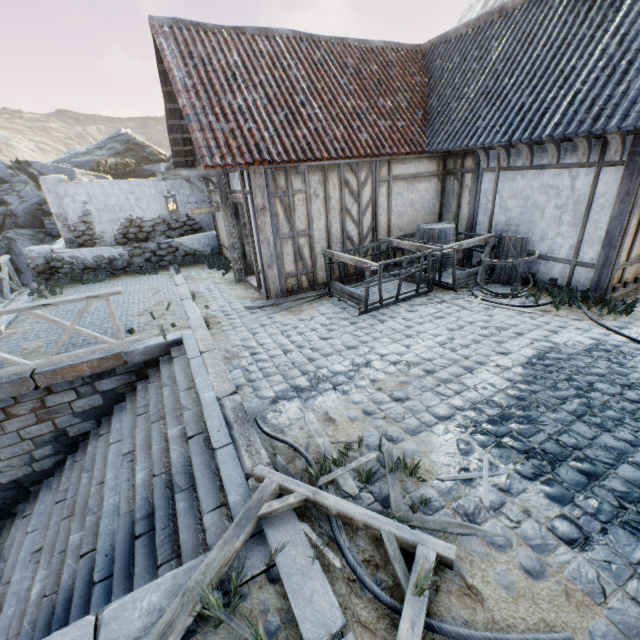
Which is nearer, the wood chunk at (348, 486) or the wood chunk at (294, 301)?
the wood chunk at (348, 486)

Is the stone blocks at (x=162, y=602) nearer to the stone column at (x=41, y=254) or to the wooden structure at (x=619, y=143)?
the stone column at (x=41, y=254)

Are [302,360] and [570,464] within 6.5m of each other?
yes

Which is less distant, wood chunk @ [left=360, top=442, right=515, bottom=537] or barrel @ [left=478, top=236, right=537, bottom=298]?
wood chunk @ [left=360, top=442, right=515, bottom=537]

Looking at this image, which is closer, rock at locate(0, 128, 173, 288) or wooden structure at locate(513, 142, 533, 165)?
wooden structure at locate(513, 142, 533, 165)

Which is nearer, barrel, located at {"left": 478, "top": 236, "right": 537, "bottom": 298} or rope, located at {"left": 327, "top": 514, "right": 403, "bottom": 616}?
rope, located at {"left": 327, "top": 514, "right": 403, "bottom": 616}

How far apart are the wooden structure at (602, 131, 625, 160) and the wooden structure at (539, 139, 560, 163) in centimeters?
85cm

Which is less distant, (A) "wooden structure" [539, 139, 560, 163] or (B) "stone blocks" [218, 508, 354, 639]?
(B) "stone blocks" [218, 508, 354, 639]
